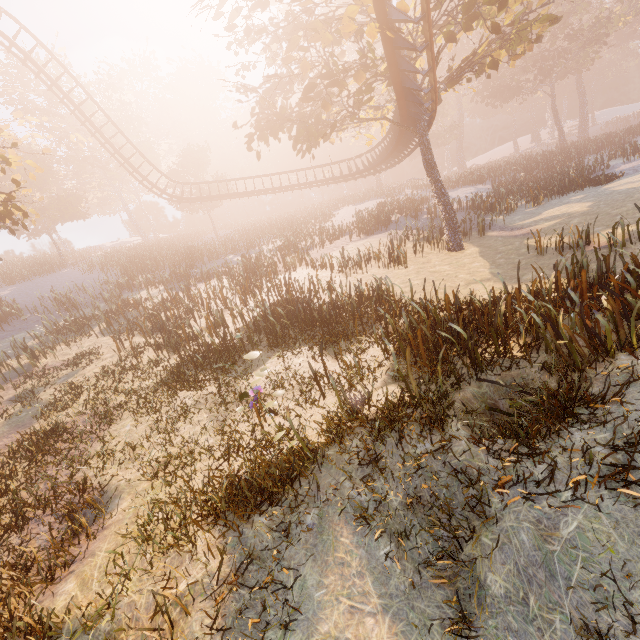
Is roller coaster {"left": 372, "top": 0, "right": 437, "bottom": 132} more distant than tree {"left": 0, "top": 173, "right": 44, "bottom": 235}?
No

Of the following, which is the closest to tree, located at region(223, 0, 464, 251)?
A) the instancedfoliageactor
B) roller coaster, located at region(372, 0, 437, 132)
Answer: roller coaster, located at region(372, 0, 437, 132)

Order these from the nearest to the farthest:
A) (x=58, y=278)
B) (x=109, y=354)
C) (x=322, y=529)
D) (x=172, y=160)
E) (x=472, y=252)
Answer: (x=322, y=529), (x=109, y=354), (x=472, y=252), (x=58, y=278), (x=172, y=160)

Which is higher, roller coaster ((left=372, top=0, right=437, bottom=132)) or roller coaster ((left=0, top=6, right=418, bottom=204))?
roller coaster ((left=372, top=0, right=437, bottom=132))

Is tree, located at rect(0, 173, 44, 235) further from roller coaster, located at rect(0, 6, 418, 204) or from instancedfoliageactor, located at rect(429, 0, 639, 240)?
instancedfoliageactor, located at rect(429, 0, 639, 240)

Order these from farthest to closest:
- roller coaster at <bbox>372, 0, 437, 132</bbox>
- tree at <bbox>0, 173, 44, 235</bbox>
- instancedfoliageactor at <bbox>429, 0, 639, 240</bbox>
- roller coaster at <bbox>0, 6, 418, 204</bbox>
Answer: instancedfoliageactor at <bbox>429, 0, 639, 240</bbox> < roller coaster at <bbox>0, 6, 418, 204</bbox> < tree at <bbox>0, 173, 44, 235</bbox> < roller coaster at <bbox>372, 0, 437, 132</bbox>

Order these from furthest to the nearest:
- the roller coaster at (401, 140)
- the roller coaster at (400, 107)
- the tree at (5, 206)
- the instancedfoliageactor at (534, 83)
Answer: the instancedfoliageactor at (534, 83) → the roller coaster at (401, 140) → the tree at (5, 206) → the roller coaster at (400, 107)

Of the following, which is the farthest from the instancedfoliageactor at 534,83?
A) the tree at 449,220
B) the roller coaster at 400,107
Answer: the roller coaster at 400,107
